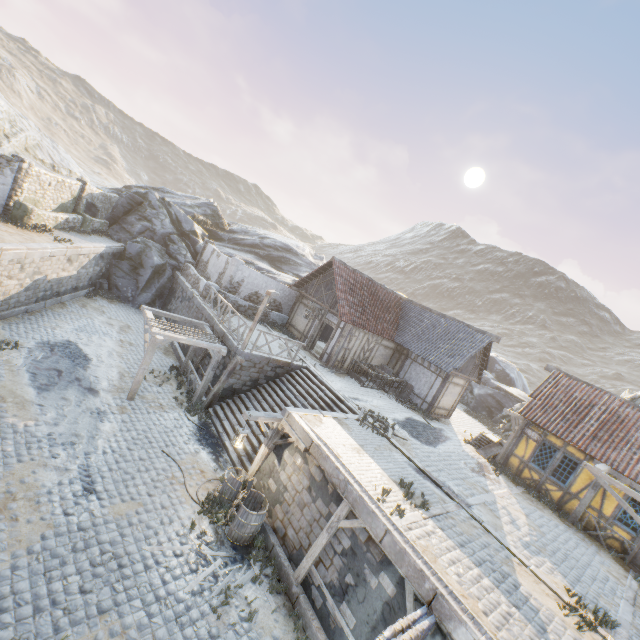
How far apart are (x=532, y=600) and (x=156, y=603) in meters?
8.6

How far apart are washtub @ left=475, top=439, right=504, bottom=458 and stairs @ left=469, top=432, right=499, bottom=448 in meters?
0.0

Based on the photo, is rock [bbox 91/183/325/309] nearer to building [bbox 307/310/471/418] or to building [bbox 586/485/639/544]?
building [bbox 307/310/471/418]

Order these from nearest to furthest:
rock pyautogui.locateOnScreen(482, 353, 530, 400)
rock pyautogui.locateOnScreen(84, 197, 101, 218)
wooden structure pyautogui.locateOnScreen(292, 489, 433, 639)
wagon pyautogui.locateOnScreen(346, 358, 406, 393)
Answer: wooden structure pyautogui.locateOnScreen(292, 489, 433, 639) < wagon pyautogui.locateOnScreen(346, 358, 406, 393) < rock pyautogui.locateOnScreen(84, 197, 101, 218) < rock pyautogui.locateOnScreen(482, 353, 530, 400)

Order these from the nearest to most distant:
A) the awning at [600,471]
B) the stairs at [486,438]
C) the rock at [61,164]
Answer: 1. the awning at [600,471]
2. the stairs at [486,438]
3. the rock at [61,164]

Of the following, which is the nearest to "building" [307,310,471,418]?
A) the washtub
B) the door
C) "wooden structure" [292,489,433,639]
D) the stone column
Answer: the washtub

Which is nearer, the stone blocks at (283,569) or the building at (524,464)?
the stone blocks at (283,569)

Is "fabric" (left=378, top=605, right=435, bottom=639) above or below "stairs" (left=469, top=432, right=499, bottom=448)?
below
